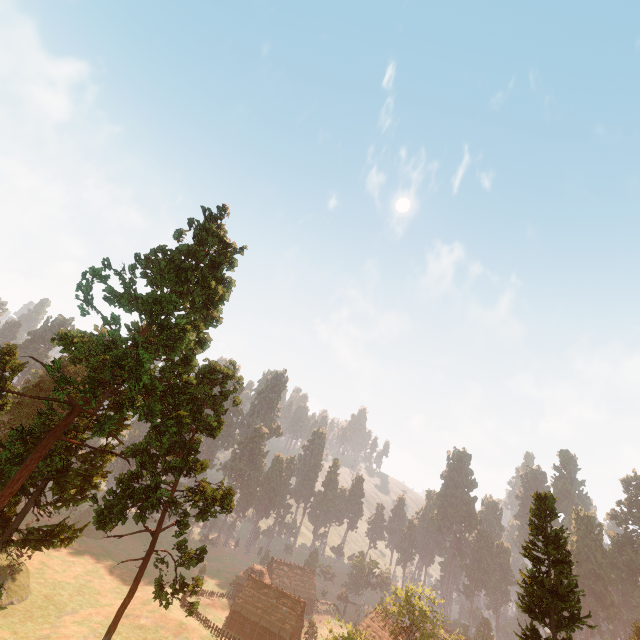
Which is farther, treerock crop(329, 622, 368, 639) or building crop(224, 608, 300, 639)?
building crop(224, 608, 300, 639)

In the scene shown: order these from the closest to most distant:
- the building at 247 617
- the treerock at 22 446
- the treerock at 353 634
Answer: the treerock at 22 446 → the treerock at 353 634 → the building at 247 617

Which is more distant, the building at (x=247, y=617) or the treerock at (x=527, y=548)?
the building at (x=247, y=617)

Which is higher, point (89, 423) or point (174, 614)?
point (89, 423)

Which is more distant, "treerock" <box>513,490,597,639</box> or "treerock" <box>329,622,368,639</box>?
"treerock" <box>329,622,368,639</box>

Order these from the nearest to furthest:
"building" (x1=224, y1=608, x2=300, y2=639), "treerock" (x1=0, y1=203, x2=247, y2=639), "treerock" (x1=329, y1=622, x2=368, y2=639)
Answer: "treerock" (x1=0, y1=203, x2=247, y2=639), "treerock" (x1=329, y1=622, x2=368, y2=639), "building" (x1=224, y1=608, x2=300, y2=639)
